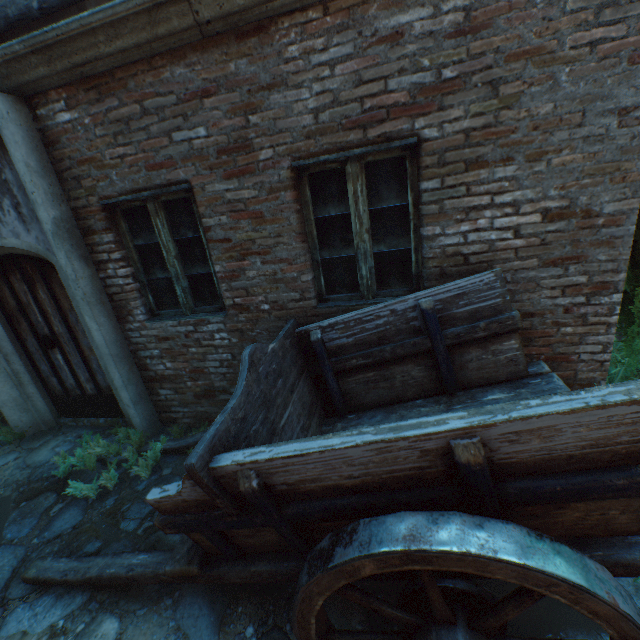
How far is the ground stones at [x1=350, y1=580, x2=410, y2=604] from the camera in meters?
2.1

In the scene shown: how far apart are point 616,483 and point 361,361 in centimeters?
175cm

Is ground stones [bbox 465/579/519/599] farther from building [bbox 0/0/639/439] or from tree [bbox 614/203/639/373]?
tree [bbox 614/203/639/373]

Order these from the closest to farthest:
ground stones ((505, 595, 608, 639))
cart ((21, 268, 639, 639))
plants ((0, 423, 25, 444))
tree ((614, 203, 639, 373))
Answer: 1. cart ((21, 268, 639, 639))
2. ground stones ((505, 595, 608, 639))
3. tree ((614, 203, 639, 373))
4. plants ((0, 423, 25, 444))

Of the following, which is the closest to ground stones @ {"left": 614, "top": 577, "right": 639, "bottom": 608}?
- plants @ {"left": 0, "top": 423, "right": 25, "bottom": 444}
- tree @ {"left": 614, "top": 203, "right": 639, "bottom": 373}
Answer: plants @ {"left": 0, "top": 423, "right": 25, "bottom": 444}

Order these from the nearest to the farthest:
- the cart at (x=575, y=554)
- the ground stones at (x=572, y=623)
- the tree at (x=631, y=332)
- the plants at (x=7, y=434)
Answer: the cart at (x=575, y=554), the ground stones at (x=572, y=623), the tree at (x=631, y=332), the plants at (x=7, y=434)

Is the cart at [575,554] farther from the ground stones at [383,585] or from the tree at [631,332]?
the tree at [631,332]
